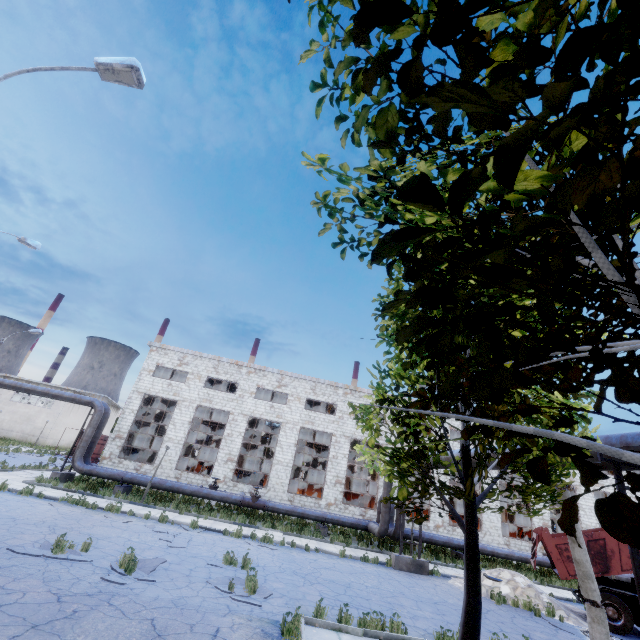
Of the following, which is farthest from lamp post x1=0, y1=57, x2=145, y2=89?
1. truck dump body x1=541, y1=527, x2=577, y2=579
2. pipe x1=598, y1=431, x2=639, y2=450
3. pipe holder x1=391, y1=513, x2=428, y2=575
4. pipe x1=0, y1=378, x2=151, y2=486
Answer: truck dump body x1=541, y1=527, x2=577, y2=579

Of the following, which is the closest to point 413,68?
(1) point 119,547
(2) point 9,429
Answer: (1) point 119,547

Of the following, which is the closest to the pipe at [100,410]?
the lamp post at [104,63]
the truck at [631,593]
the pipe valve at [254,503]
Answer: the pipe valve at [254,503]

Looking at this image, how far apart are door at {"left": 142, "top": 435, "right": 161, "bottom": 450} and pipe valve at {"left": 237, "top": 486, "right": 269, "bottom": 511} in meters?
18.5

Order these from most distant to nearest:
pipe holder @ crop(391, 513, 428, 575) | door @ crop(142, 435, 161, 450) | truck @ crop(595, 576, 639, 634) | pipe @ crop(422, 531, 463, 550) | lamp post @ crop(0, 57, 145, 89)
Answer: door @ crop(142, 435, 161, 450)
pipe @ crop(422, 531, 463, 550)
pipe holder @ crop(391, 513, 428, 575)
truck @ crop(595, 576, 639, 634)
lamp post @ crop(0, 57, 145, 89)

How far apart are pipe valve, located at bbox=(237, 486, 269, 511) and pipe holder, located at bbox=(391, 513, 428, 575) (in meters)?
8.39

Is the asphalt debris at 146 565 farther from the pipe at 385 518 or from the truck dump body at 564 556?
the truck dump body at 564 556

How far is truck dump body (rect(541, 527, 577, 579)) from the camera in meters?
13.7
